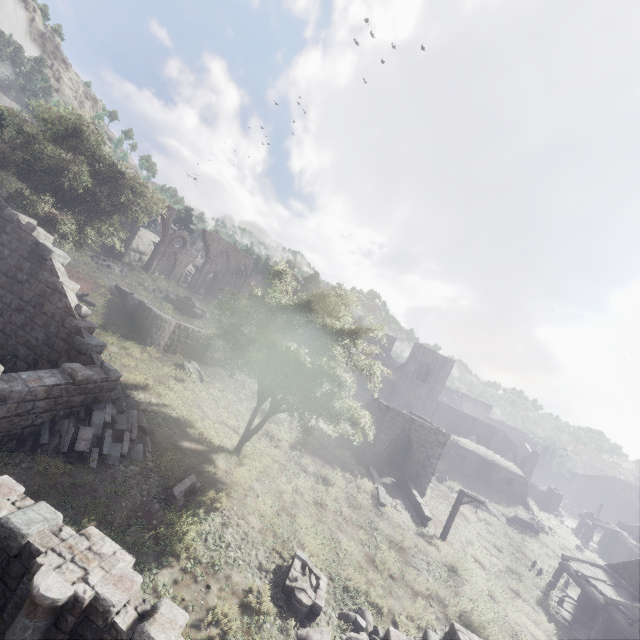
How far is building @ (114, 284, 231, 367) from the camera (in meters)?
22.34

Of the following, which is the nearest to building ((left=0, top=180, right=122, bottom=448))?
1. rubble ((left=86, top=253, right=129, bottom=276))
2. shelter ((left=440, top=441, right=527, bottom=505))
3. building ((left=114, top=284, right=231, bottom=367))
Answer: building ((left=114, top=284, right=231, bottom=367))

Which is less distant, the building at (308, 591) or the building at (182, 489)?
the building at (308, 591)

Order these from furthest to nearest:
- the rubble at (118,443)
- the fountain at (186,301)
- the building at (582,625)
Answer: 1. the fountain at (186,301)
2. the building at (582,625)
3. the rubble at (118,443)

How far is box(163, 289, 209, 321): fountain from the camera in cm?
3503

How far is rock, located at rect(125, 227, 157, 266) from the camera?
53.8 meters

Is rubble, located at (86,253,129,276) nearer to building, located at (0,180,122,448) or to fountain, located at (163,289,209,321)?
fountain, located at (163,289,209,321)

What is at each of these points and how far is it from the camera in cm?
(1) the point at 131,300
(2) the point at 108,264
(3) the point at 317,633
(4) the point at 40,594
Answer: (1) building, 2552
(2) rubble, 3309
(3) rubble, 902
(4) building, 541
